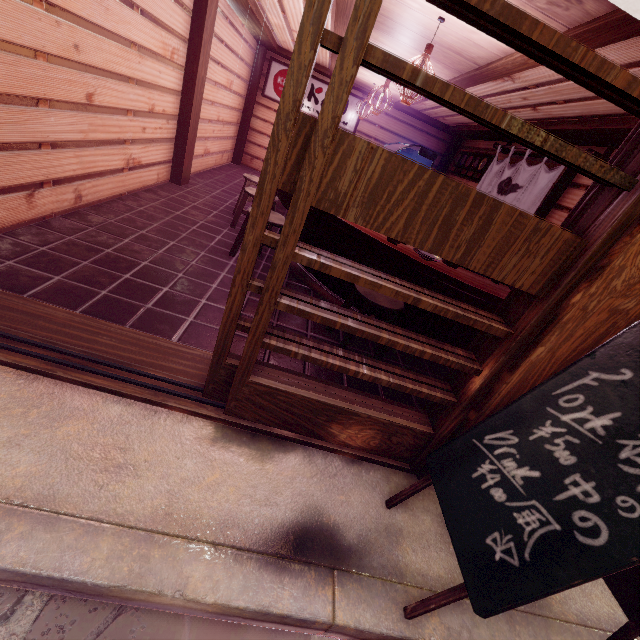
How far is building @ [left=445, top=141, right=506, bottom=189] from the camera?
13.3 meters

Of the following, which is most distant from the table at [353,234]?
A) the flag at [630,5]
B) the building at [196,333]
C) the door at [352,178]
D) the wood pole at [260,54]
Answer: the wood pole at [260,54]

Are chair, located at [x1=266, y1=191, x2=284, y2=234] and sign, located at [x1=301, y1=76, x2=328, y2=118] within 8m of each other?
no

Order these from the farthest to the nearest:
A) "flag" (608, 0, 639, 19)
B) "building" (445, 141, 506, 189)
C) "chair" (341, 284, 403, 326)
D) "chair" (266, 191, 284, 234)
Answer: "building" (445, 141, 506, 189)
"chair" (266, 191, 284, 234)
"chair" (341, 284, 403, 326)
"flag" (608, 0, 639, 19)

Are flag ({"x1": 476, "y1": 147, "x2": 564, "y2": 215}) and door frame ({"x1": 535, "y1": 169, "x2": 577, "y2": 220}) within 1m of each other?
yes

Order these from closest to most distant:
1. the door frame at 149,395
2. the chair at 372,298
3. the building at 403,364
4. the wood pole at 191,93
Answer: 1. the door frame at 149,395
2. the chair at 372,298
3. the building at 403,364
4. the wood pole at 191,93

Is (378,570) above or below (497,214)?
below
